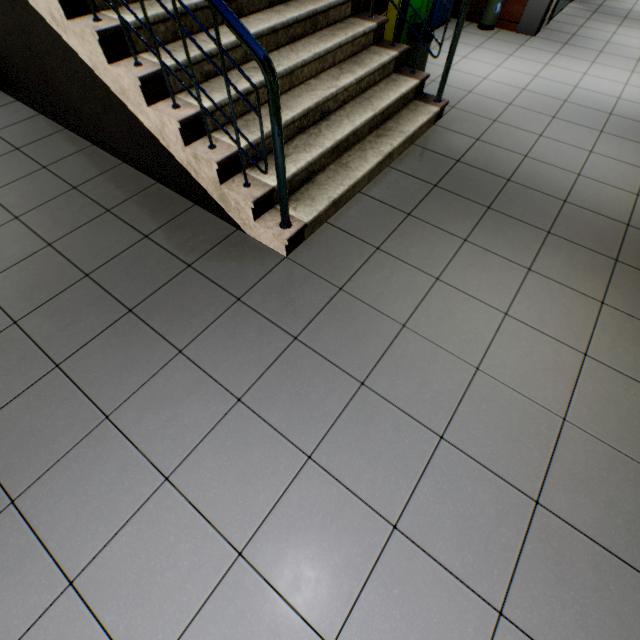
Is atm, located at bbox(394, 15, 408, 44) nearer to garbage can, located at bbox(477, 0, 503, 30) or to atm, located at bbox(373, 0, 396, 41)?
atm, located at bbox(373, 0, 396, 41)

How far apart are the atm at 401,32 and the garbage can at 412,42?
1.2m

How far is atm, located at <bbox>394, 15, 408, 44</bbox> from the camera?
4.3 meters

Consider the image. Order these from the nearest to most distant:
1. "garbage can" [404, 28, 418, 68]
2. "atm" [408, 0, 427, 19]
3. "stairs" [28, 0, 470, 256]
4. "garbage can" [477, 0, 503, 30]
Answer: "stairs" [28, 0, 470, 256]
"garbage can" [404, 28, 418, 68]
"atm" [408, 0, 427, 19]
"garbage can" [477, 0, 503, 30]

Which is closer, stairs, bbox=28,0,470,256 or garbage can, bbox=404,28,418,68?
stairs, bbox=28,0,470,256

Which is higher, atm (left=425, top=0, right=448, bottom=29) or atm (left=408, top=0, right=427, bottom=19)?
atm (left=408, top=0, right=427, bottom=19)

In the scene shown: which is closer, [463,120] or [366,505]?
[366,505]

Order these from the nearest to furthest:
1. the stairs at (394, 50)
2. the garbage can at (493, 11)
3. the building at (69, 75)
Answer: the stairs at (394, 50) → the building at (69, 75) → the garbage can at (493, 11)
